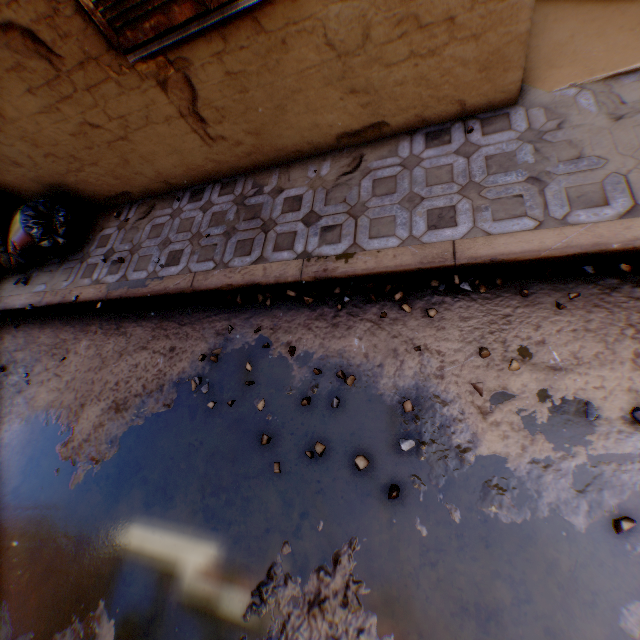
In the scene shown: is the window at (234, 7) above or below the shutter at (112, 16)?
below

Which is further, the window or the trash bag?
the trash bag

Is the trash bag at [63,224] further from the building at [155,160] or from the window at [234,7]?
the window at [234,7]

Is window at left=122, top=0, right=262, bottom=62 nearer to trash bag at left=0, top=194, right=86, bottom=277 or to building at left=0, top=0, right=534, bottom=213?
building at left=0, top=0, right=534, bottom=213

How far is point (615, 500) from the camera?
1.51m

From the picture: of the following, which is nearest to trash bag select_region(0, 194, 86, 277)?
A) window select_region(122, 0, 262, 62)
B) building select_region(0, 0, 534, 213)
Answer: building select_region(0, 0, 534, 213)

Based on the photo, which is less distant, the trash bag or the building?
the building

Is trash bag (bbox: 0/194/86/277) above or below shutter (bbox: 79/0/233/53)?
below
